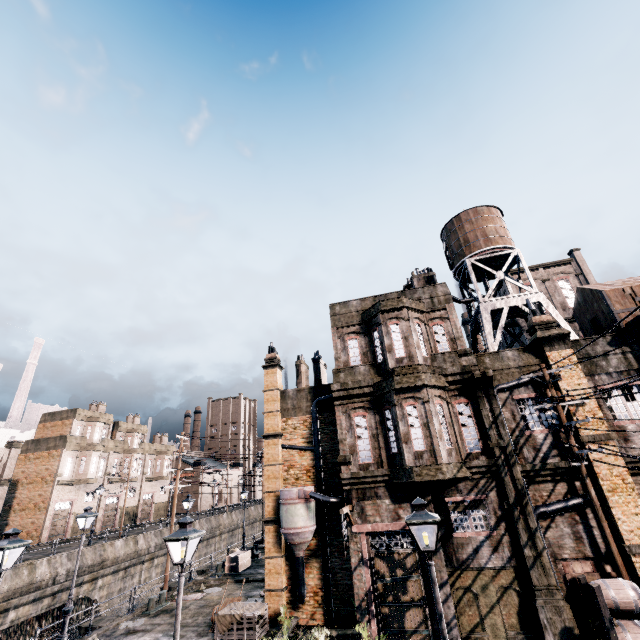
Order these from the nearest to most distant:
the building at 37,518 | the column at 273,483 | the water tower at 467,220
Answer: the column at 273,483 → the water tower at 467,220 → the building at 37,518

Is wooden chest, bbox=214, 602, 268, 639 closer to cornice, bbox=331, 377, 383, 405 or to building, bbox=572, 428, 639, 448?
building, bbox=572, 428, 639, 448

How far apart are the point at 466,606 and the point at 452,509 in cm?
345

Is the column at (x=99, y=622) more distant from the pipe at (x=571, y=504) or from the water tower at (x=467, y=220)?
the water tower at (x=467, y=220)

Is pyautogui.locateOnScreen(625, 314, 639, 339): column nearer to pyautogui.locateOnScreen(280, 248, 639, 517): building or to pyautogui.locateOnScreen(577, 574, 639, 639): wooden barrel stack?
pyautogui.locateOnScreen(280, 248, 639, 517): building

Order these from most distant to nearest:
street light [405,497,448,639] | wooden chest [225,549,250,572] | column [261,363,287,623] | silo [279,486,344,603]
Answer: wooden chest [225,549,250,572] → column [261,363,287,623] → silo [279,486,344,603] → street light [405,497,448,639]

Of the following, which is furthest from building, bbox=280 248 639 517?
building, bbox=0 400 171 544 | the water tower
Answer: building, bbox=0 400 171 544

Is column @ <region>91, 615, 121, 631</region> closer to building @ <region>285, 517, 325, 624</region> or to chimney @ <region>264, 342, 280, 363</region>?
building @ <region>285, 517, 325, 624</region>
